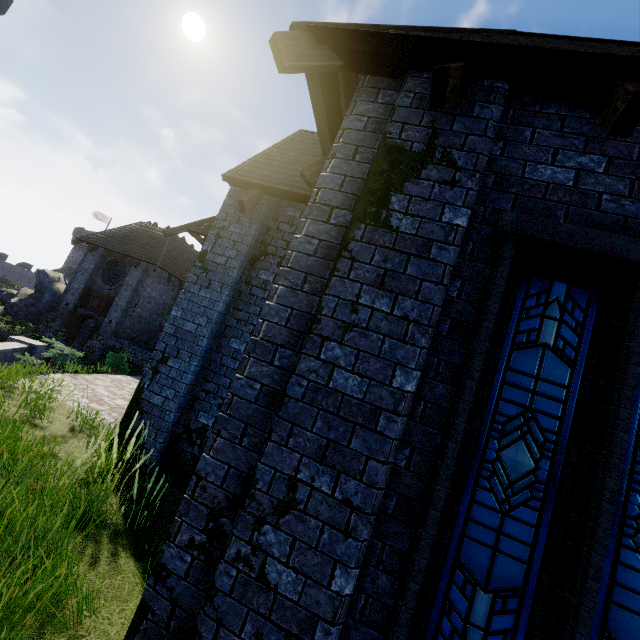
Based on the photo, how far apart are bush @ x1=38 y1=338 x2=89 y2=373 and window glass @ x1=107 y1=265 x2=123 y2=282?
11.1m

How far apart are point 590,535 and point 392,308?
2.08m

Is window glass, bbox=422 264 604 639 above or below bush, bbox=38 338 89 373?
above

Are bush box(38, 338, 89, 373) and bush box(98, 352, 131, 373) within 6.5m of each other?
yes

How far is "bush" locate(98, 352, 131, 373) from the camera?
16.8m

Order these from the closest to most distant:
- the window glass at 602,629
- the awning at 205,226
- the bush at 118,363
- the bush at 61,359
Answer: the window glass at 602,629, the awning at 205,226, the bush at 61,359, the bush at 118,363

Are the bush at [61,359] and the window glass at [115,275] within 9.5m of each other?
no

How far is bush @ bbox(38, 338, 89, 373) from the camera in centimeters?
1152cm
